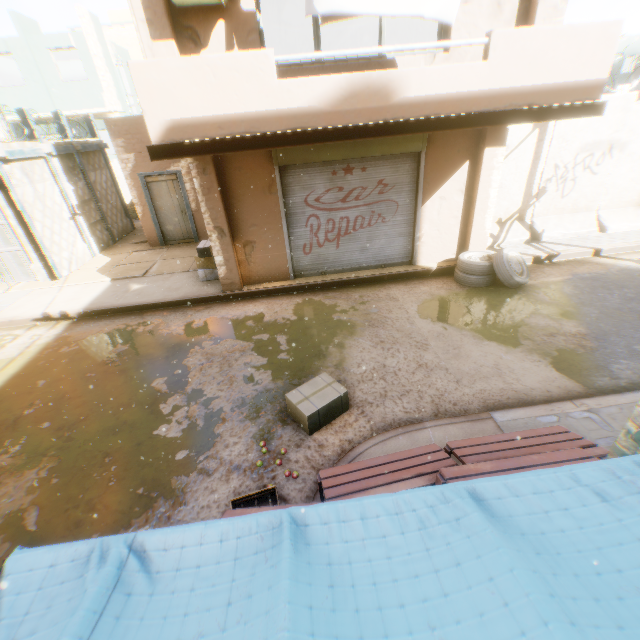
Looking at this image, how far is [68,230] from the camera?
10.63m

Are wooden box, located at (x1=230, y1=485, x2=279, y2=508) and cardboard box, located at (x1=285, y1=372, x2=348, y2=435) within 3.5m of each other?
yes

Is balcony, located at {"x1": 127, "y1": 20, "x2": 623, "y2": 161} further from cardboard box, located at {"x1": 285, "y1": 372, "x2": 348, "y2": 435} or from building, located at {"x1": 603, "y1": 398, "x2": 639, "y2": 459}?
cardboard box, located at {"x1": 285, "y1": 372, "x2": 348, "y2": 435}

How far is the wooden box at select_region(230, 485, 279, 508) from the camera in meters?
3.6 m

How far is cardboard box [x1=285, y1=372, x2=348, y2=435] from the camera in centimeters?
429cm

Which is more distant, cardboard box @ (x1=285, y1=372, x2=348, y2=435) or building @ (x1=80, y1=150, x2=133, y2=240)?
building @ (x1=80, y1=150, x2=133, y2=240)

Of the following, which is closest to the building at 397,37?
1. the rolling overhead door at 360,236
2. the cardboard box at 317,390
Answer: the rolling overhead door at 360,236

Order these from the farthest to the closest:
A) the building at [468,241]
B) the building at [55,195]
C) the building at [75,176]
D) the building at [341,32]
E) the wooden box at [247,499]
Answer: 1. the building at [341,32]
2. the building at [75,176]
3. the building at [55,195]
4. the building at [468,241]
5. the wooden box at [247,499]
